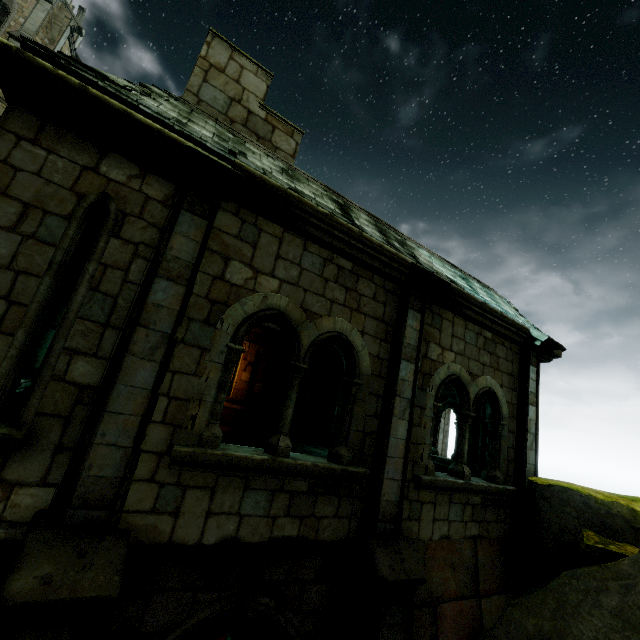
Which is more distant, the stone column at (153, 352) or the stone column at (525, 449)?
the stone column at (525, 449)

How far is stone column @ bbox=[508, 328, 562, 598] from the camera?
6.0 meters

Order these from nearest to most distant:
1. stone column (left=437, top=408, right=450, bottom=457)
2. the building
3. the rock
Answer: the rock, stone column (left=437, top=408, right=450, bottom=457), the building

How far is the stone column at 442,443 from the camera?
21.05m

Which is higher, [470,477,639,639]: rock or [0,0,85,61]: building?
[0,0,85,61]: building

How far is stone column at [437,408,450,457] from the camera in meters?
21.0 m

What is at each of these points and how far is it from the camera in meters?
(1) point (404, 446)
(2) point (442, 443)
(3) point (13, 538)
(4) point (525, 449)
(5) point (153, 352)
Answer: (1) stone column, 5.0 m
(2) stone column, 21.2 m
(3) trim, 2.8 m
(4) stone column, 6.7 m
(5) stone column, 3.5 m

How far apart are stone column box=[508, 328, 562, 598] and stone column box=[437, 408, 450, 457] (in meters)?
14.18
